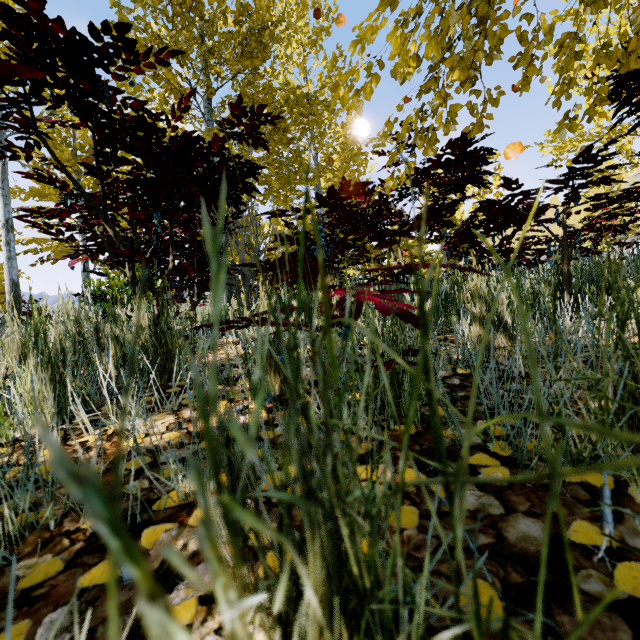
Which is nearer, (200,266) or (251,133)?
(251,133)

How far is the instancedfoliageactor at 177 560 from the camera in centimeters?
13cm

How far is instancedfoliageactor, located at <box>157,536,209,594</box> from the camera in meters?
0.1 m
